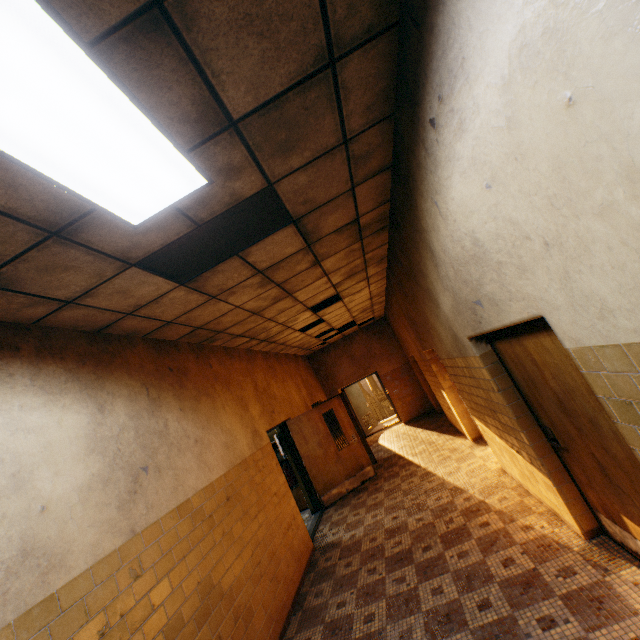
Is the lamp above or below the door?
above

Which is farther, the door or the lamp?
the door

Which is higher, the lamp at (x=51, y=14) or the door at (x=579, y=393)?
the lamp at (x=51, y=14)

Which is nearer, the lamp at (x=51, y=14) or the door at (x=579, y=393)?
the lamp at (x=51, y=14)

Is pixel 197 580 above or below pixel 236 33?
below
